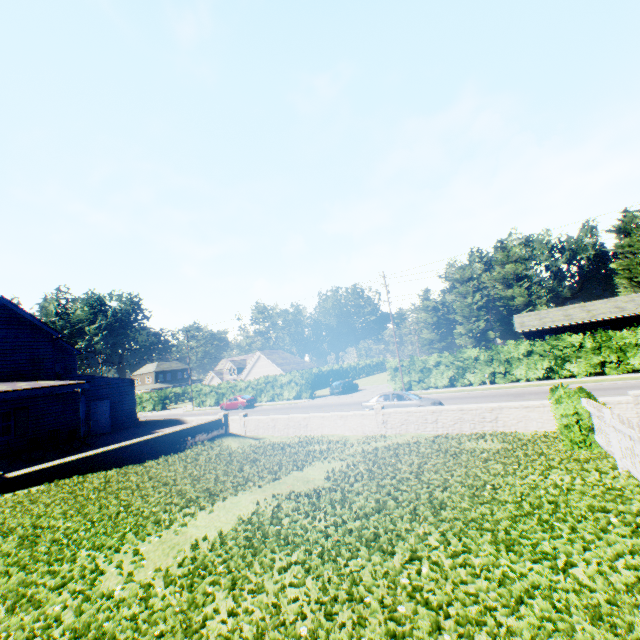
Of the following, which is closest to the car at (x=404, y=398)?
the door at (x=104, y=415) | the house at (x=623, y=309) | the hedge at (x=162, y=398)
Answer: the door at (x=104, y=415)

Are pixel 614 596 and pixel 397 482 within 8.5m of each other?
yes

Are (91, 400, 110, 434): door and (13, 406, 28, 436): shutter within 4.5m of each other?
yes

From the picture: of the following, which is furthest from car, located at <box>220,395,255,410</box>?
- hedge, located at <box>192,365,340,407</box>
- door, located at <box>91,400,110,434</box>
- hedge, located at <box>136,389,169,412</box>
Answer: hedge, located at <box>136,389,169,412</box>

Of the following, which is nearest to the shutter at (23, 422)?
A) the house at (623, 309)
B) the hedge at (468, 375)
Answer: the hedge at (468, 375)

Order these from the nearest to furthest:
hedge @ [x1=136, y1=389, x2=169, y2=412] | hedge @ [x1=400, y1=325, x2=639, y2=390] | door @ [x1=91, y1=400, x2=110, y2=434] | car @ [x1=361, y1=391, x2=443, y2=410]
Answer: car @ [x1=361, y1=391, x2=443, y2=410], door @ [x1=91, y1=400, x2=110, y2=434], hedge @ [x1=400, y1=325, x2=639, y2=390], hedge @ [x1=136, y1=389, x2=169, y2=412]

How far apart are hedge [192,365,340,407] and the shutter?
24.17m

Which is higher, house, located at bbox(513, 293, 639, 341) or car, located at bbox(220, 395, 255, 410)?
house, located at bbox(513, 293, 639, 341)
